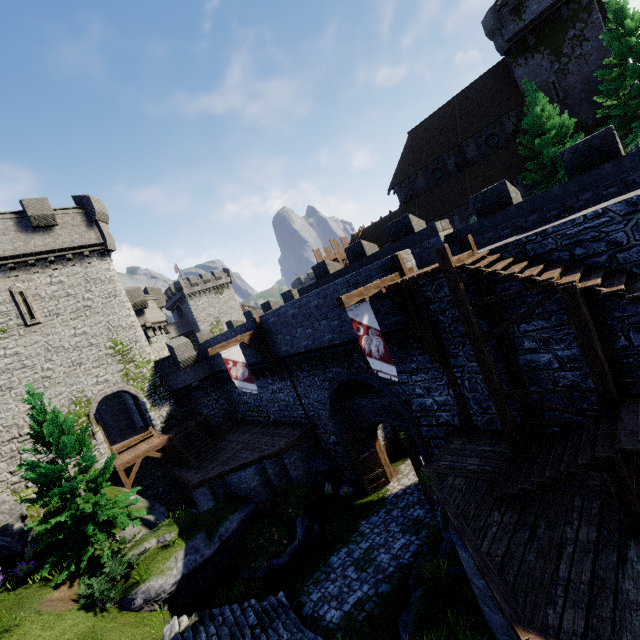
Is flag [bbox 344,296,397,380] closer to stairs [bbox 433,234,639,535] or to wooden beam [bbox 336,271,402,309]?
wooden beam [bbox 336,271,402,309]

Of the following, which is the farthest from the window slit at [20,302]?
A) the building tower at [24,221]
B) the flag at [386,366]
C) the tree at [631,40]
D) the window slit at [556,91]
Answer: the window slit at [556,91]

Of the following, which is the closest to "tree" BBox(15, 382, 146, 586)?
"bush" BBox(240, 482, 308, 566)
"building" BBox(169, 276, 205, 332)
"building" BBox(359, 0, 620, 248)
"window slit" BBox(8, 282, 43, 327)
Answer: "bush" BBox(240, 482, 308, 566)

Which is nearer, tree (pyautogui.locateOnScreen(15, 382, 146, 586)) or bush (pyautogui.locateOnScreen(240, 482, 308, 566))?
tree (pyautogui.locateOnScreen(15, 382, 146, 586))

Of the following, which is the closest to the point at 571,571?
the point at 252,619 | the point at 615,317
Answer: the point at 615,317

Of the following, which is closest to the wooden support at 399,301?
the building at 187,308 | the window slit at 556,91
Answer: the window slit at 556,91

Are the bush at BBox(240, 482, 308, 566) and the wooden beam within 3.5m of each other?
no

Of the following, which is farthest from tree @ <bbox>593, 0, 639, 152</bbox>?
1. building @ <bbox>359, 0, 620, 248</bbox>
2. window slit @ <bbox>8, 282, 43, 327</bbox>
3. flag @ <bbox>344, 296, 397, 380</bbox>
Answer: window slit @ <bbox>8, 282, 43, 327</bbox>
